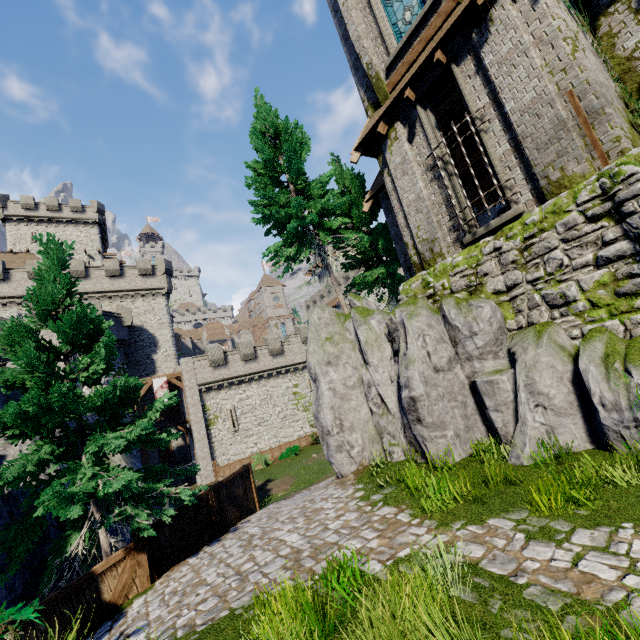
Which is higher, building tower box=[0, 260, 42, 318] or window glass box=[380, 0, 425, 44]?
building tower box=[0, 260, 42, 318]

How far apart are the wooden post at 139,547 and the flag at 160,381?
21.19m

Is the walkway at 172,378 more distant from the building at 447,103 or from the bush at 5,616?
the bush at 5,616

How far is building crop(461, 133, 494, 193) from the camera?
17.1 meters

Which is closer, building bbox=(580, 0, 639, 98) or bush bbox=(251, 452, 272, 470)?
building bbox=(580, 0, 639, 98)

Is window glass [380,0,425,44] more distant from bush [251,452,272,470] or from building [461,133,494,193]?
bush [251,452,272,470]

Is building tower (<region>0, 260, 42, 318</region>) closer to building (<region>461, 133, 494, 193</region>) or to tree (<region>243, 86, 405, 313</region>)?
tree (<region>243, 86, 405, 313</region>)

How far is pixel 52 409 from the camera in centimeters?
812cm
